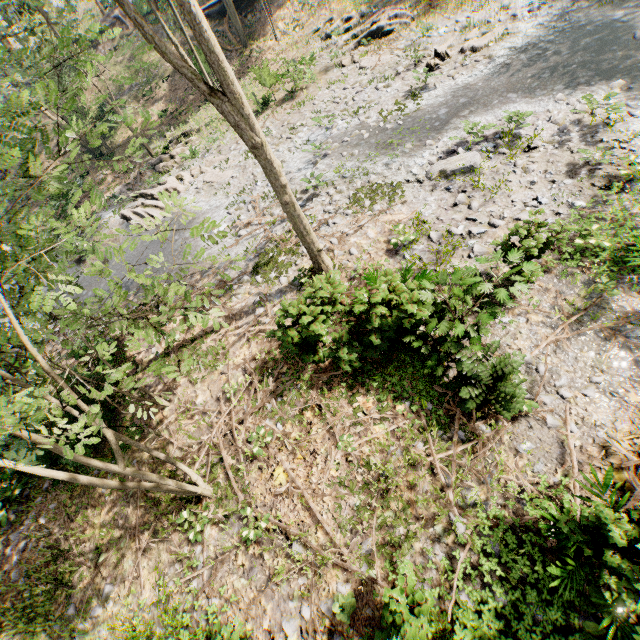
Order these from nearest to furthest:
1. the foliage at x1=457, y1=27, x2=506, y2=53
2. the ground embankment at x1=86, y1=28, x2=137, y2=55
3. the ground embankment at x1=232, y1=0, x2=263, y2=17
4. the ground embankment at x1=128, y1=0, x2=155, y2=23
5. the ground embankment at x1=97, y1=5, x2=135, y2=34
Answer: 1. the foliage at x1=457, y1=27, x2=506, y2=53
2. the ground embankment at x1=232, y1=0, x2=263, y2=17
3. the ground embankment at x1=128, y1=0, x2=155, y2=23
4. the ground embankment at x1=86, y1=28, x2=137, y2=55
5. the ground embankment at x1=97, y1=5, x2=135, y2=34

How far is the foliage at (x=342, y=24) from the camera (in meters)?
21.61

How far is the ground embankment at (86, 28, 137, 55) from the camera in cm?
3303

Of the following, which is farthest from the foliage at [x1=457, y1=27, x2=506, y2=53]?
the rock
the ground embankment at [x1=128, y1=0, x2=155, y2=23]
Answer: the rock

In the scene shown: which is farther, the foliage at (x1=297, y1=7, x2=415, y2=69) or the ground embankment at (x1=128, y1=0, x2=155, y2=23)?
the ground embankment at (x1=128, y1=0, x2=155, y2=23)

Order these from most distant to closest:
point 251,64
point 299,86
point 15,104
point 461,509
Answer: point 251,64
point 299,86
point 461,509
point 15,104

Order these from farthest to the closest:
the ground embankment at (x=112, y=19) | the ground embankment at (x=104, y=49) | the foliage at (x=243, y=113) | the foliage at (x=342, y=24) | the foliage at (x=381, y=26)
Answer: the ground embankment at (x=112, y=19), the ground embankment at (x=104, y=49), the foliage at (x=342, y=24), the foliage at (x=381, y=26), the foliage at (x=243, y=113)
